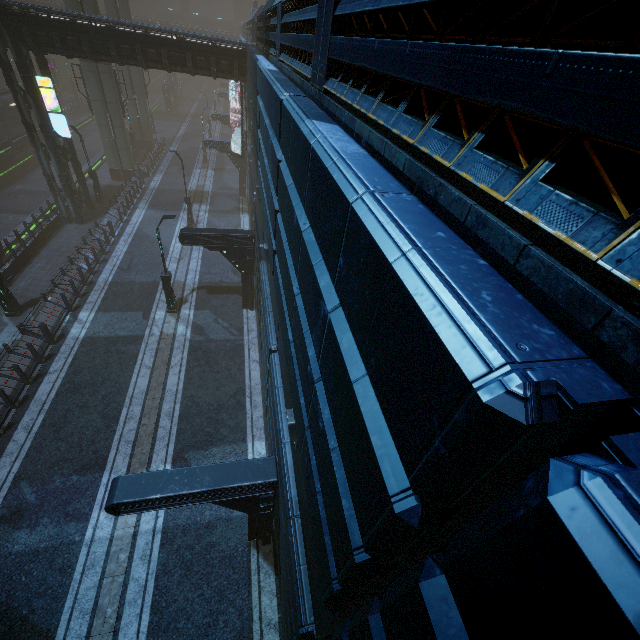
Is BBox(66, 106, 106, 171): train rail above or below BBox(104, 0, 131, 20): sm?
below

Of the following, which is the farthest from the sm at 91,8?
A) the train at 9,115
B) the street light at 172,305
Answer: the street light at 172,305

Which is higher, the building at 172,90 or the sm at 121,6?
the sm at 121,6

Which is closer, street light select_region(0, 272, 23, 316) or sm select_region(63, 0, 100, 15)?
street light select_region(0, 272, 23, 316)

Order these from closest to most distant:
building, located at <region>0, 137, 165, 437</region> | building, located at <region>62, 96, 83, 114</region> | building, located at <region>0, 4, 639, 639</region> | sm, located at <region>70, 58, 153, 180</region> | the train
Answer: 1. building, located at <region>0, 4, 639, 639</region>
2. building, located at <region>0, 137, 165, 437</region>
3. sm, located at <region>70, 58, 153, 180</region>
4. the train
5. building, located at <region>62, 96, 83, 114</region>

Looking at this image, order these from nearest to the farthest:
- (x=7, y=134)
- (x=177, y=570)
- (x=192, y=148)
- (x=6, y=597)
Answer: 1. (x=6, y=597)
2. (x=177, y=570)
3. (x=7, y=134)
4. (x=192, y=148)

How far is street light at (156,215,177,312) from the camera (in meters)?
14.99

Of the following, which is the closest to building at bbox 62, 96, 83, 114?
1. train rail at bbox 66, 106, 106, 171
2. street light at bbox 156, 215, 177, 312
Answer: train rail at bbox 66, 106, 106, 171
